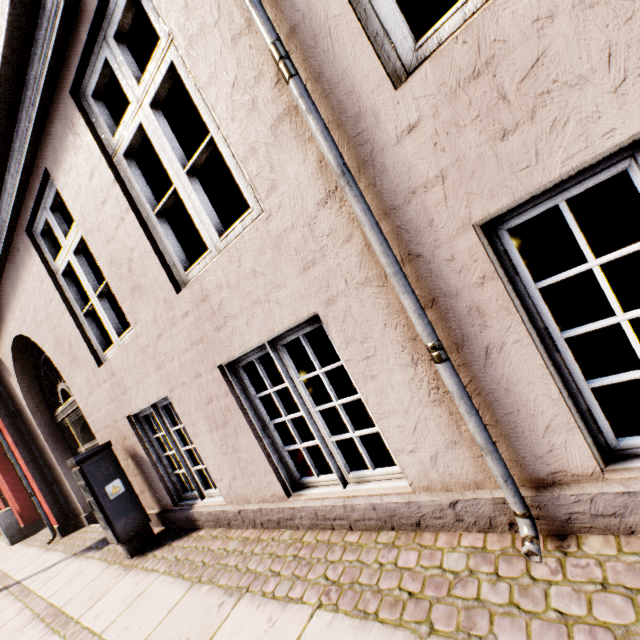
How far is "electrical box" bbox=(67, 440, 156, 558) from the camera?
3.52m

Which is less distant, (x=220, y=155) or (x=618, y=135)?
(x=618, y=135)

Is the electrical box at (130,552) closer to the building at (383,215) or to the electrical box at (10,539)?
the building at (383,215)

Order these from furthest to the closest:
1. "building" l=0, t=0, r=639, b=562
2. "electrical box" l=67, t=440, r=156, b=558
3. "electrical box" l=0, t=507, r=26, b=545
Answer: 1. "electrical box" l=0, t=507, r=26, b=545
2. "electrical box" l=67, t=440, r=156, b=558
3. "building" l=0, t=0, r=639, b=562

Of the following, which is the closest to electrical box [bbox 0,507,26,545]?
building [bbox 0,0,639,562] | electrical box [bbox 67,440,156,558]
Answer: building [bbox 0,0,639,562]

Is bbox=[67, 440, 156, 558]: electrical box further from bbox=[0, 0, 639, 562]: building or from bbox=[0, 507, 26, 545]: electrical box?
bbox=[0, 507, 26, 545]: electrical box

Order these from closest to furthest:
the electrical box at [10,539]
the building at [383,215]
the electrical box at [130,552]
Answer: the building at [383,215] → the electrical box at [130,552] → the electrical box at [10,539]
